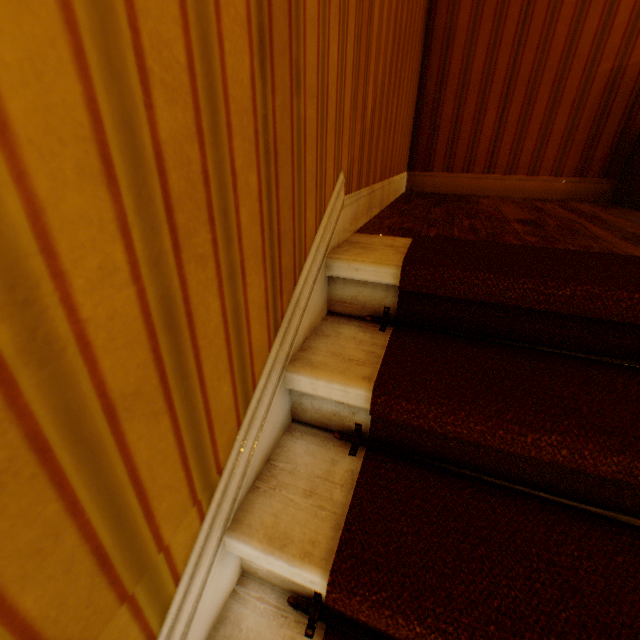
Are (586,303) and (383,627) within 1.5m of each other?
yes
